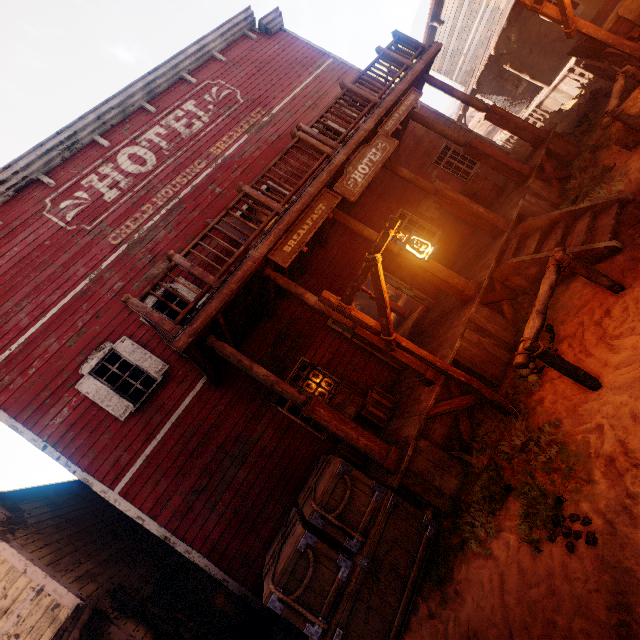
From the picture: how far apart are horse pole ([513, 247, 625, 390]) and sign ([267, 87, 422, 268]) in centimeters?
335cm

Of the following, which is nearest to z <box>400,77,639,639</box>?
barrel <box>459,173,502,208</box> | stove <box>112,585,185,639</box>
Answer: barrel <box>459,173,502,208</box>

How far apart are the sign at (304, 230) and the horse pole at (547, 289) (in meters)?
3.35

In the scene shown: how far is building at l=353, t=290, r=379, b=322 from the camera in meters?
20.8 m

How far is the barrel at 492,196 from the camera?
9.6 meters

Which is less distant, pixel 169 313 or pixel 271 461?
pixel 271 461

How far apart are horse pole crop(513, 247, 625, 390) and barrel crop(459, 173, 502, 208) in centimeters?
594cm

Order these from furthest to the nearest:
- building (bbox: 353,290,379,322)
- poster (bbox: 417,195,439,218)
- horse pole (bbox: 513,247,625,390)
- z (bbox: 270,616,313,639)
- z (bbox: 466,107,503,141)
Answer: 1. z (bbox: 466,107,503,141)
2. building (bbox: 353,290,379,322)
3. poster (bbox: 417,195,439,218)
4. z (bbox: 270,616,313,639)
5. horse pole (bbox: 513,247,625,390)
